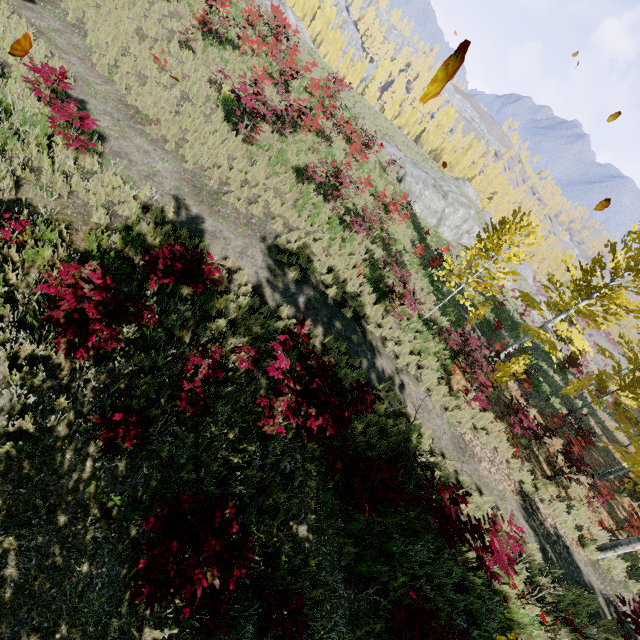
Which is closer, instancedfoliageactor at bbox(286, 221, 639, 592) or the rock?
instancedfoliageactor at bbox(286, 221, 639, 592)

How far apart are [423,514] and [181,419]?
5.5 meters

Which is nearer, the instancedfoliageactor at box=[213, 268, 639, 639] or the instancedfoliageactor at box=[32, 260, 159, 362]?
the instancedfoliageactor at box=[32, 260, 159, 362]

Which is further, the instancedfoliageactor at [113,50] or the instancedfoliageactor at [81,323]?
the instancedfoliageactor at [113,50]

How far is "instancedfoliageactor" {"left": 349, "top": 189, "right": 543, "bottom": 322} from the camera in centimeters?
1055cm

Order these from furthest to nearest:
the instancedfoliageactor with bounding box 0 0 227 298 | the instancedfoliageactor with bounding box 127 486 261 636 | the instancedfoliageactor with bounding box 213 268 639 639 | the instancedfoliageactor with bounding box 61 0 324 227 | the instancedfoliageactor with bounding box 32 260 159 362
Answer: the instancedfoliageactor with bounding box 61 0 324 227 → the instancedfoliageactor with bounding box 0 0 227 298 → the instancedfoliageactor with bounding box 213 268 639 639 → the instancedfoliageactor with bounding box 32 260 159 362 → the instancedfoliageactor with bounding box 127 486 261 636
